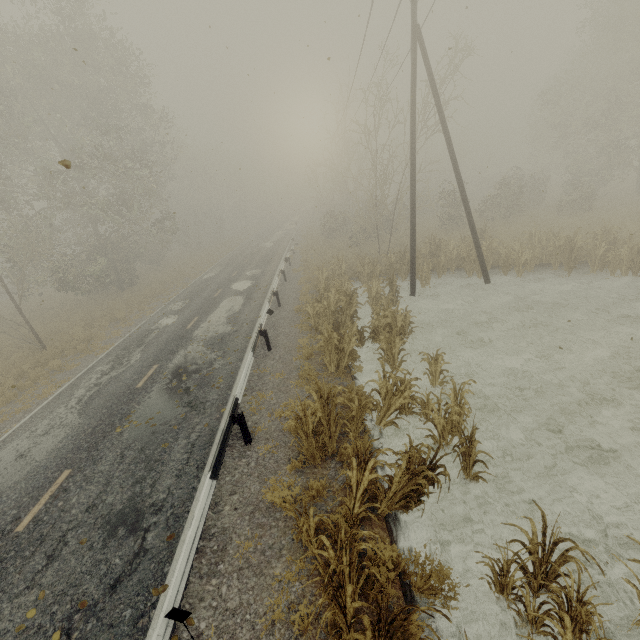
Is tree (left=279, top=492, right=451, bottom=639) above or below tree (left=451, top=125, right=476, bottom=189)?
below

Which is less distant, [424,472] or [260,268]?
[424,472]

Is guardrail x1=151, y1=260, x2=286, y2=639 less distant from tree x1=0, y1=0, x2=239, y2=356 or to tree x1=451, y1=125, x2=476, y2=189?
tree x1=451, y1=125, x2=476, y2=189

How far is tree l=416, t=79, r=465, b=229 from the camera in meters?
19.0 m

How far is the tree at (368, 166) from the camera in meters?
5.7 m

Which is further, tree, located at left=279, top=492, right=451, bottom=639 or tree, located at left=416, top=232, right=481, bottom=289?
tree, located at left=416, top=232, right=481, bottom=289
